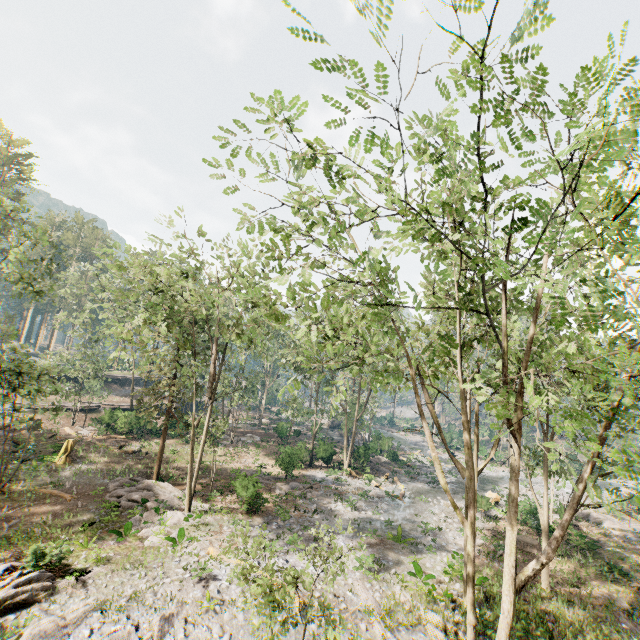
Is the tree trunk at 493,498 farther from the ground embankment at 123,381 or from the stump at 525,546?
the ground embankment at 123,381

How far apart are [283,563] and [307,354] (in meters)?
13.79

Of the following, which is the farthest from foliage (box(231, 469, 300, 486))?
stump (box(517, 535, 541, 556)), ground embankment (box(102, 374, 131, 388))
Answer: stump (box(517, 535, 541, 556))

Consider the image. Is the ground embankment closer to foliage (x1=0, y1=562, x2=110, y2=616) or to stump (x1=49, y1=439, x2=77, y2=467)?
foliage (x1=0, y1=562, x2=110, y2=616)

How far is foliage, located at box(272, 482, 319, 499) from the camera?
27.1m

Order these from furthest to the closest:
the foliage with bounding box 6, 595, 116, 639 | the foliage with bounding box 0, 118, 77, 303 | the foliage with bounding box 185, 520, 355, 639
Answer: the foliage with bounding box 0, 118, 77, 303, the foliage with bounding box 6, 595, 116, 639, the foliage with bounding box 185, 520, 355, 639

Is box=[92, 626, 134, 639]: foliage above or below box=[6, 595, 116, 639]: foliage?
above

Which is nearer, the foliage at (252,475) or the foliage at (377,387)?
the foliage at (377,387)
